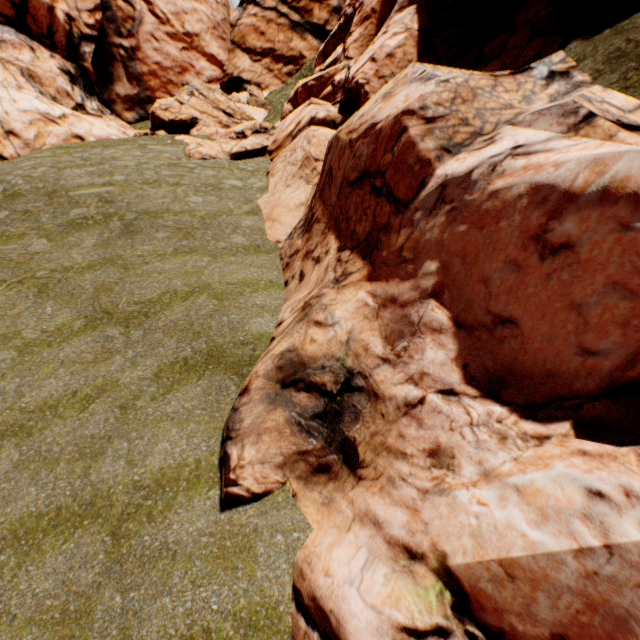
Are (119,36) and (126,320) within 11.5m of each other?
no
